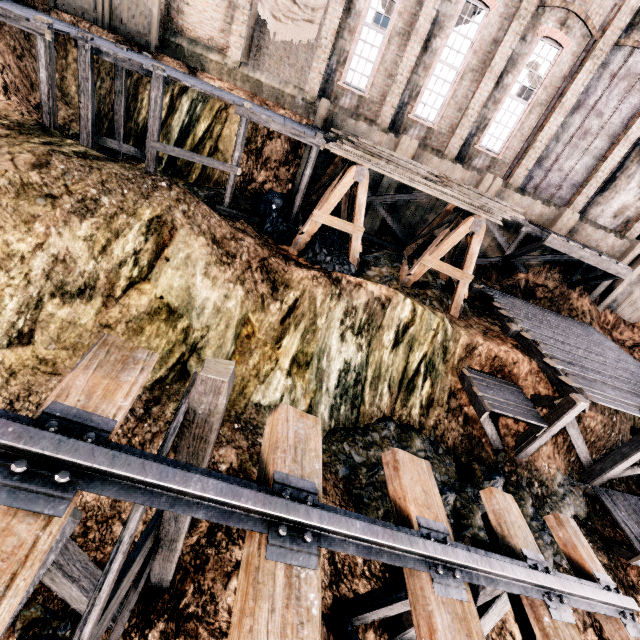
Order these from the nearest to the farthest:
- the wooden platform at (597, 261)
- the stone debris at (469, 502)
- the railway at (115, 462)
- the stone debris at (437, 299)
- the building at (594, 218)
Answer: the railway at (115, 462) < the stone debris at (469, 502) < the stone debris at (437, 299) < the wooden platform at (597, 261) < the building at (594, 218)

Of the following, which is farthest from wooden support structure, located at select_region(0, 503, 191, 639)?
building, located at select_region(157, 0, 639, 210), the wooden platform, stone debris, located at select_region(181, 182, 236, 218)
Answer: building, located at select_region(157, 0, 639, 210)

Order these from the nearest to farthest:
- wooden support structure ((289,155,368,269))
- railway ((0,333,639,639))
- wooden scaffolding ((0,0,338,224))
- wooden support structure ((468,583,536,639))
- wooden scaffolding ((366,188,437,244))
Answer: railway ((0,333,639,639)), wooden support structure ((468,583,536,639)), wooden scaffolding ((0,0,338,224)), wooden support structure ((289,155,368,269)), wooden scaffolding ((366,188,437,244))

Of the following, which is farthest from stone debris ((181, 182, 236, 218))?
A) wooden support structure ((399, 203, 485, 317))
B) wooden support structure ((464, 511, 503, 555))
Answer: wooden support structure ((464, 511, 503, 555))

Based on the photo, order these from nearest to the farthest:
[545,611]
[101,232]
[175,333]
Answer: [545,611] → [101,232] → [175,333]

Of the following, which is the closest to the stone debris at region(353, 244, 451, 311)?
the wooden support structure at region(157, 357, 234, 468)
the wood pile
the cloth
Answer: the wood pile

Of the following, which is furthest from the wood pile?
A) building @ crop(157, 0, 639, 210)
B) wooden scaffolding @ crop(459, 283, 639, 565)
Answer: building @ crop(157, 0, 639, 210)

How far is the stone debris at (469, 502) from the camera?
9.23m
